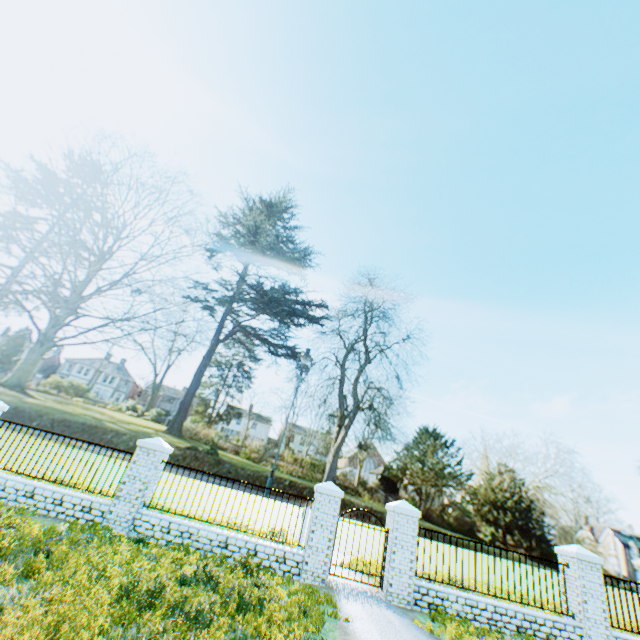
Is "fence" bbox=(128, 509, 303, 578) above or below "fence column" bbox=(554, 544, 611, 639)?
below

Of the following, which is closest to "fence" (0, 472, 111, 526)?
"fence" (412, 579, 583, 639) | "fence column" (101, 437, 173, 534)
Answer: "fence column" (101, 437, 173, 534)

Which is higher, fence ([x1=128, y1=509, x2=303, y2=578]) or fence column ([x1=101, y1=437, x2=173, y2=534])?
fence column ([x1=101, y1=437, x2=173, y2=534])

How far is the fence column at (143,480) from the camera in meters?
8.9 m

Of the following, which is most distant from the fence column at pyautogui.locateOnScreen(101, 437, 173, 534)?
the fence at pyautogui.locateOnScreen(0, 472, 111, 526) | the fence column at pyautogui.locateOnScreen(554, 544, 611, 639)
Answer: the fence column at pyautogui.locateOnScreen(554, 544, 611, 639)

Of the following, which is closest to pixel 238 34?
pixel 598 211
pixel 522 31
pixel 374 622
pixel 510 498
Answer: pixel 522 31

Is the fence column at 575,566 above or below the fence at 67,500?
above

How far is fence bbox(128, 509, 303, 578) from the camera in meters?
8.8 m
